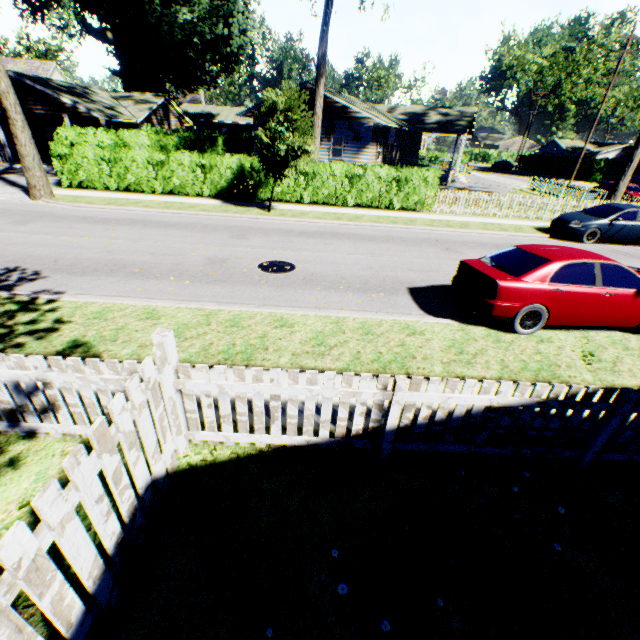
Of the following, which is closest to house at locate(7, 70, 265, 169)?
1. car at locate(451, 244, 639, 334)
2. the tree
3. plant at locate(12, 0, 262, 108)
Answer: plant at locate(12, 0, 262, 108)

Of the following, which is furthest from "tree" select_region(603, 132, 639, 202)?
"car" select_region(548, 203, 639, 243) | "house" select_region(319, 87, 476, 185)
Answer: "house" select_region(319, 87, 476, 185)

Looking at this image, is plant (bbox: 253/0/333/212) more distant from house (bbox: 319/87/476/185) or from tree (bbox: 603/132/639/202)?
tree (bbox: 603/132/639/202)

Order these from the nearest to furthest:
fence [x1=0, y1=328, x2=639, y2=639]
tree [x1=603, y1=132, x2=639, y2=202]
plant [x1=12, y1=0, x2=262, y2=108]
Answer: fence [x1=0, y1=328, x2=639, y2=639] → tree [x1=603, y1=132, x2=639, y2=202] → plant [x1=12, y1=0, x2=262, y2=108]

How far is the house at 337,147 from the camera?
A: 23.06m

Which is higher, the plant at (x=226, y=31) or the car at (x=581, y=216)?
the plant at (x=226, y=31)

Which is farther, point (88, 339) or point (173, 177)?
point (173, 177)

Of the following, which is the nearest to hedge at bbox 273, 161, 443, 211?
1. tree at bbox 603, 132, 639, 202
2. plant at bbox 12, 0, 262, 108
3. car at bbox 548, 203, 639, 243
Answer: plant at bbox 12, 0, 262, 108
